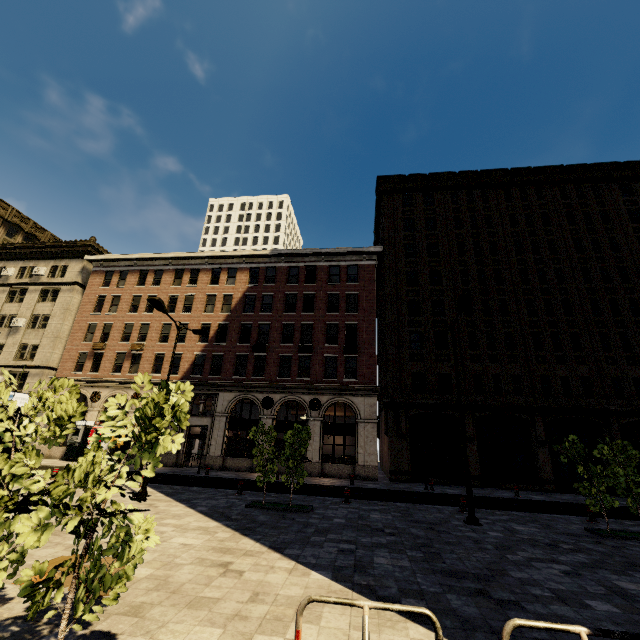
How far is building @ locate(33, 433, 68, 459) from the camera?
27.7 meters

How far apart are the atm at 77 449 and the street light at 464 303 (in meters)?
28.90

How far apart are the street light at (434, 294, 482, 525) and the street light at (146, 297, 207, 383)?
12.4m

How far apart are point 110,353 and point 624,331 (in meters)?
44.65

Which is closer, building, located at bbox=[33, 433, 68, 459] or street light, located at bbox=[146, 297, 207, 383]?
street light, located at bbox=[146, 297, 207, 383]

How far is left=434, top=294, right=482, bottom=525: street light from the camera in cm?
1156

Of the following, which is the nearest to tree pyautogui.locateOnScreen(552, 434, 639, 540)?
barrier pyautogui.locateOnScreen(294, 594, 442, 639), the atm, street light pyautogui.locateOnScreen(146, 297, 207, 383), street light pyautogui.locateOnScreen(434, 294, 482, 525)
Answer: barrier pyautogui.locateOnScreen(294, 594, 442, 639)

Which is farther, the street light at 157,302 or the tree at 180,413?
the street light at 157,302
